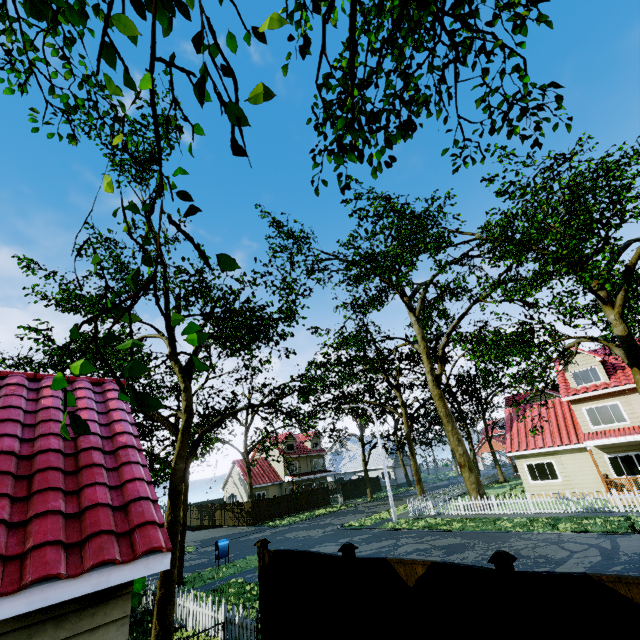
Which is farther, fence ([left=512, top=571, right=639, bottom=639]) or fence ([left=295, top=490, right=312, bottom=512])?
fence ([left=295, top=490, right=312, bottom=512])

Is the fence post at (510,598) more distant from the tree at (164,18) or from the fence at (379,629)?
the tree at (164,18)

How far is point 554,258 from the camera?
9.1m

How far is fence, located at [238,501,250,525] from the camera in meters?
33.0 m

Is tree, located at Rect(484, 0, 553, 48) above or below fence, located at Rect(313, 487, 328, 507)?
above

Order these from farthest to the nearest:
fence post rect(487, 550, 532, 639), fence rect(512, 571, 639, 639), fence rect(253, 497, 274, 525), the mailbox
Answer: fence rect(253, 497, 274, 525) → the mailbox → fence post rect(487, 550, 532, 639) → fence rect(512, 571, 639, 639)

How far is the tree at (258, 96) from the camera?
1.2m

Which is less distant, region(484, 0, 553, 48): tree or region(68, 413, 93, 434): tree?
region(68, 413, 93, 434): tree
